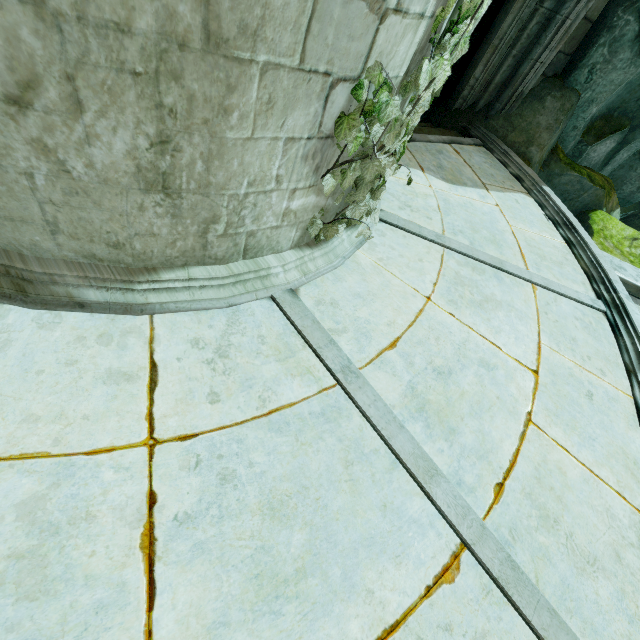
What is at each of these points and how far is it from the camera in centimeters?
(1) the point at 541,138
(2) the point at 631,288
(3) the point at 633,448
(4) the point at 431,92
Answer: (1) rock, 731cm
(2) bridge, 543cm
(3) building, 333cm
(4) plant, 263cm

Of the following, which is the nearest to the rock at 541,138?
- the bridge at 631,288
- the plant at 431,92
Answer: the bridge at 631,288

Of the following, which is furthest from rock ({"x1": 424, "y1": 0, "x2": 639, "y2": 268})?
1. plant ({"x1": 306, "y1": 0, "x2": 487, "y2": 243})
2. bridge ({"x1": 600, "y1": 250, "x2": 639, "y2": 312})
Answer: plant ({"x1": 306, "y1": 0, "x2": 487, "y2": 243})

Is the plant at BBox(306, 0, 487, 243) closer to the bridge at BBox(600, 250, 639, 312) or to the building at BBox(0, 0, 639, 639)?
the building at BBox(0, 0, 639, 639)

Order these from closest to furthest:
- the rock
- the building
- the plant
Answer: the building
the plant
the rock

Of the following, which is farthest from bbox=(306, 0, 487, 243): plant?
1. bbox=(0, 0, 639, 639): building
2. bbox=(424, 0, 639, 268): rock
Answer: bbox=(424, 0, 639, 268): rock

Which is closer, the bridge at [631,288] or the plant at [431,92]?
the plant at [431,92]
